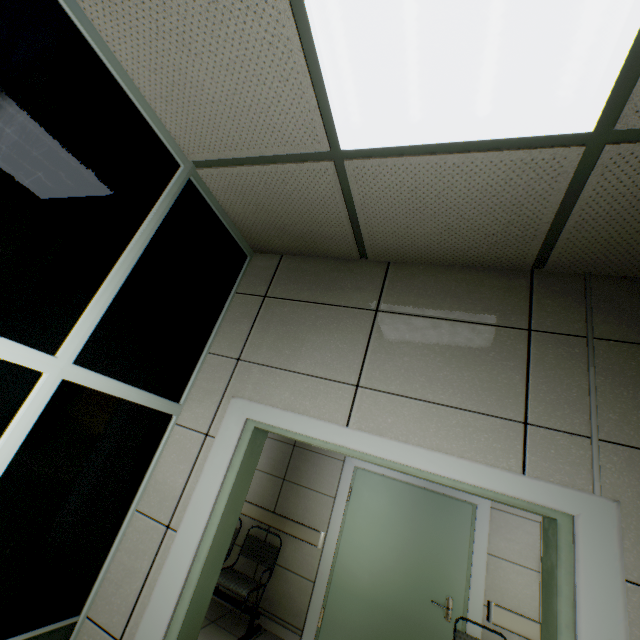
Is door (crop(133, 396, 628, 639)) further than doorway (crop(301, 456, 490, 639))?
No

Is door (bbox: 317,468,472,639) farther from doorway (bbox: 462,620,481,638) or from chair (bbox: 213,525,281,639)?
chair (bbox: 213,525,281,639)

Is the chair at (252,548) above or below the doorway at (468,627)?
below

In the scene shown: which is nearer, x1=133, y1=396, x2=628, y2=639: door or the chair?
x1=133, y1=396, x2=628, y2=639: door

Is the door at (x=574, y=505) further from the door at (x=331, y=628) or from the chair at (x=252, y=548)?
the door at (x=331, y=628)

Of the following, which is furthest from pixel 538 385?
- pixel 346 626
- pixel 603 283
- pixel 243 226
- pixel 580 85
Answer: pixel 346 626

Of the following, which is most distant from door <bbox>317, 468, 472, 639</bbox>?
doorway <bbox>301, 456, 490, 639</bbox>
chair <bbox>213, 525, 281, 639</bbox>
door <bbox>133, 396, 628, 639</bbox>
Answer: door <bbox>133, 396, 628, 639</bbox>
